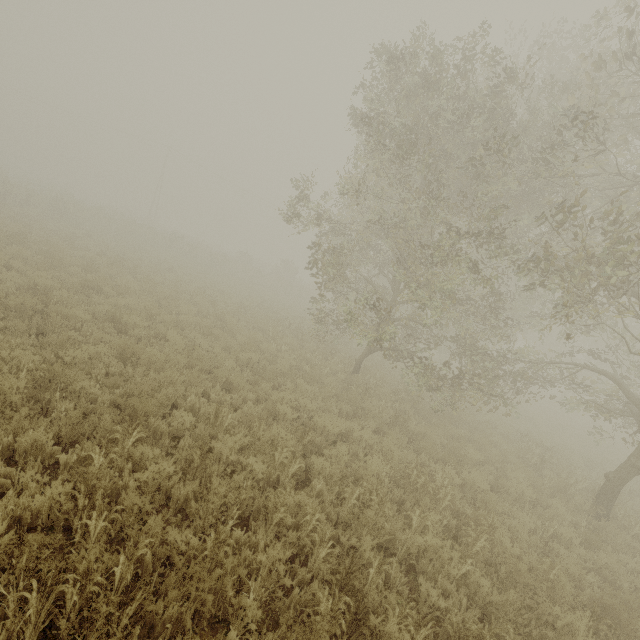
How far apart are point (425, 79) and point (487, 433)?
12.1m

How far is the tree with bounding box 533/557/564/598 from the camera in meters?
4.9 m

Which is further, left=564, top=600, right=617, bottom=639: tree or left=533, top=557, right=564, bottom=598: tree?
left=533, top=557, right=564, bottom=598: tree

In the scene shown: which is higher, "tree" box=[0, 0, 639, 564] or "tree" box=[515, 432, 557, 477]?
"tree" box=[0, 0, 639, 564]

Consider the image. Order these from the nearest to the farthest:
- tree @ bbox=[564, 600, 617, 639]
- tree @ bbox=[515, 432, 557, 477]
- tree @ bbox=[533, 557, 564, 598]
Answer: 1. tree @ bbox=[564, 600, 617, 639]
2. tree @ bbox=[533, 557, 564, 598]
3. tree @ bbox=[515, 432, 557, 477]

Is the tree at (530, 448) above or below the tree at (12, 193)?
below
